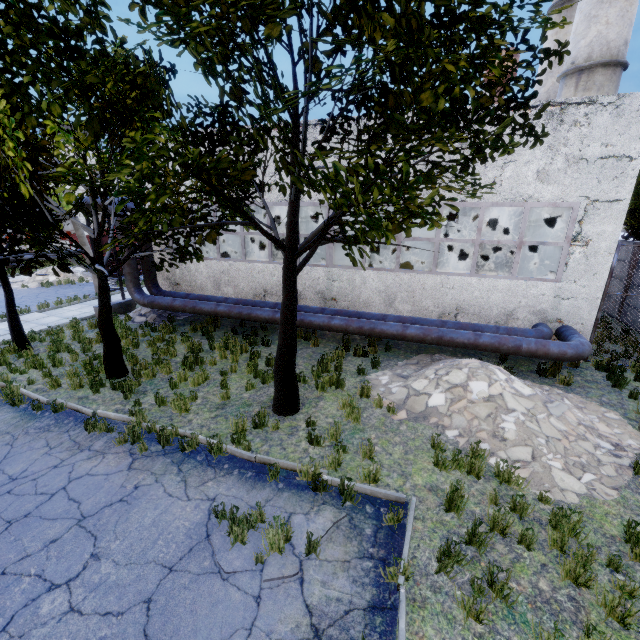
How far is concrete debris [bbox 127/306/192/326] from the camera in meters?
14.5 m

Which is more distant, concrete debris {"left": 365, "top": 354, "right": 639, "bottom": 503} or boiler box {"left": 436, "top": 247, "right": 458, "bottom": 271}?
boiler box {"left": 436, "top": 247, "right": 458, "bottom": 271}

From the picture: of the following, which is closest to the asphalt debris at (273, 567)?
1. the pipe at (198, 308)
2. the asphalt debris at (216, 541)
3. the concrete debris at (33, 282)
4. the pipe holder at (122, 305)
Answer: the asphalt debris at (216, 541)

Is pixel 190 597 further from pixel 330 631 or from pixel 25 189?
pixel 25 189

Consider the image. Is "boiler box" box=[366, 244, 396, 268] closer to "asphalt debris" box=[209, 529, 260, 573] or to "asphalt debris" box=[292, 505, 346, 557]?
"asphalt debris" box=[292, 505, 346, 557]

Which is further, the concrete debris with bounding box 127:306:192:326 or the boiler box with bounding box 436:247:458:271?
the concrete debris with bounding box 127:306:192:326

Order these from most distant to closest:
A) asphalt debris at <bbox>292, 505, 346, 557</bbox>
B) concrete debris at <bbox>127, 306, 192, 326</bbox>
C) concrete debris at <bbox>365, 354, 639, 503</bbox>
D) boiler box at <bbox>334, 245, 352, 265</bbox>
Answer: concrete debris at <bbox>127, 306, 192, 326</bbox>, boiler box at <bbox>334, 245, 352, 265</bbox>, concrete debris at <bbox>365, 354, 639, 503</bbox>, asphalt debris at <bbox>292, 505, 346, 557</bbox>

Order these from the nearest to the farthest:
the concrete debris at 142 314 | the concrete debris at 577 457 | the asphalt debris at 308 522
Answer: the asphalt debris at 308 522
the concrete debris at 577 457
the concrete debris at 142 314
